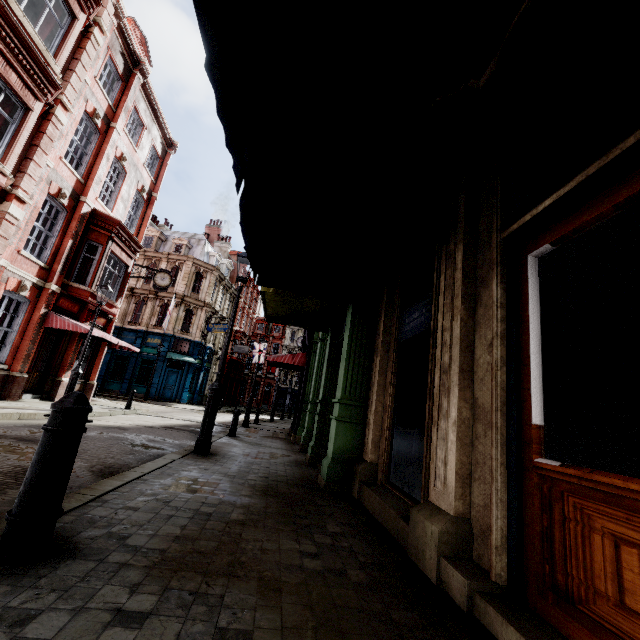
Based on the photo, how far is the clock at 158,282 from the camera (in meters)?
18.84

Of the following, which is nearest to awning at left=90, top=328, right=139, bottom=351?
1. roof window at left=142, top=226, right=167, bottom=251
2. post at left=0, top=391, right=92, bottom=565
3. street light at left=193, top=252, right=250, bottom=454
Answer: street light at left=193, top=252, right=250, bottom=454

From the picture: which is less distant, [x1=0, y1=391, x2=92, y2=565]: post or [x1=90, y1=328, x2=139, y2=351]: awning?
[x1=0, y1=391, x2=92, y2=565]: post

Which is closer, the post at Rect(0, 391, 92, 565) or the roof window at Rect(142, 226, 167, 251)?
the post at Rect(0, 391, 92, 565)

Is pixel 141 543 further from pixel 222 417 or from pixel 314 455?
pixel 222 417

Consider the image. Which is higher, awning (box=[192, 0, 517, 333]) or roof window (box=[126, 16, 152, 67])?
roof window (box=[126, 16, 152, 67])

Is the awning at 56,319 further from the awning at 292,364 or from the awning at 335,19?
the awning at 335,19

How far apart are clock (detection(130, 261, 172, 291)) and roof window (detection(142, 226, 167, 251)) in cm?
1612
